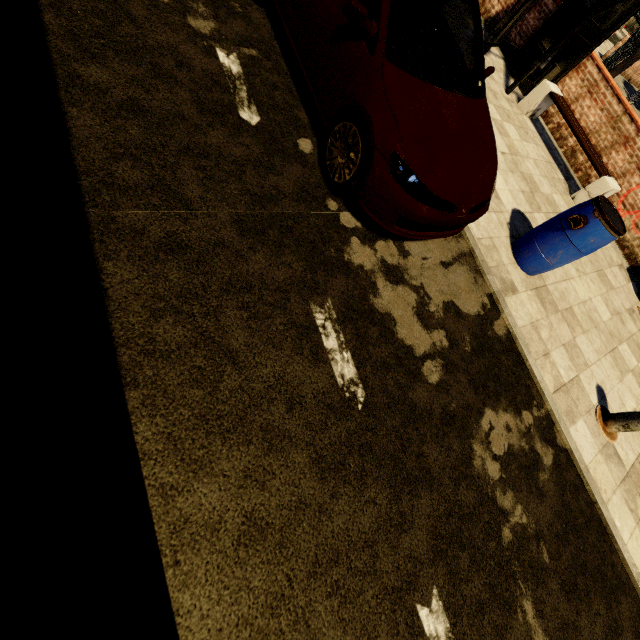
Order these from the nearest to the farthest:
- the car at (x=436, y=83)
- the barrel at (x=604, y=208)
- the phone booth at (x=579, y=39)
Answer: the car at (x=436, y=83), the barrel at (x=604, y=208), the phone booth at (x=579, y=39)

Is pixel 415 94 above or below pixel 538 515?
above

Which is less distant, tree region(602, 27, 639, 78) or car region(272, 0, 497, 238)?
car region(272, 0, 497, 238)

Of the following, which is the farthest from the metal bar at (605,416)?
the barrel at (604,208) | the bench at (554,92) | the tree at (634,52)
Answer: the tree at (634,52)

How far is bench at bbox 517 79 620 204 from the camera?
6.22m

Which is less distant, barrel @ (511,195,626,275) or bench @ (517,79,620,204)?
barrel @ (511,195,626,275)

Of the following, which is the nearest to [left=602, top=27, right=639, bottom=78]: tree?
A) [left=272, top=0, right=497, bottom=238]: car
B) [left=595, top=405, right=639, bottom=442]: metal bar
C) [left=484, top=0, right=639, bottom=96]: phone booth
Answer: [left=484, top=0, right=639, bottom=96]: phone booth

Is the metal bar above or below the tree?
below
